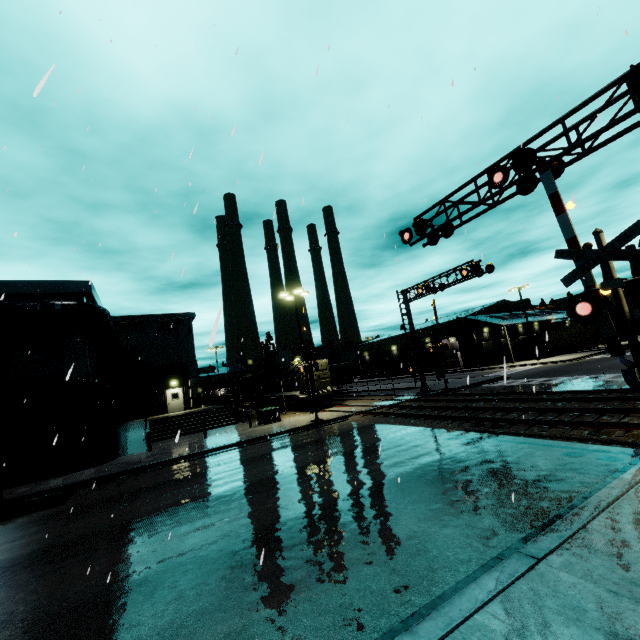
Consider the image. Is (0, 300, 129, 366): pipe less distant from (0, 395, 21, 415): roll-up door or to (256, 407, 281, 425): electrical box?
(0, 395, 21, 415): roll-up door

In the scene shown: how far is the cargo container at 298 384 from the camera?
28.6m

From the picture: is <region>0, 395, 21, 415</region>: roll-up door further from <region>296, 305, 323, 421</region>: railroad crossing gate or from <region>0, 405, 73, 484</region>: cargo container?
<region>296, 305, 323, 421</region>: railroad crossing gate

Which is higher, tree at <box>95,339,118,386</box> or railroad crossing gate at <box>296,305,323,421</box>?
tree at <box>95,339,118,386</box>

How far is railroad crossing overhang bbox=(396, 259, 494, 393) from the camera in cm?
2177

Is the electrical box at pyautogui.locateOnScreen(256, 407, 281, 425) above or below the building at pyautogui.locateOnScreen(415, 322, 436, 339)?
below

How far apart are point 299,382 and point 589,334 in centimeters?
4062cm

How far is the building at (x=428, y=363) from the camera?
55.19m
